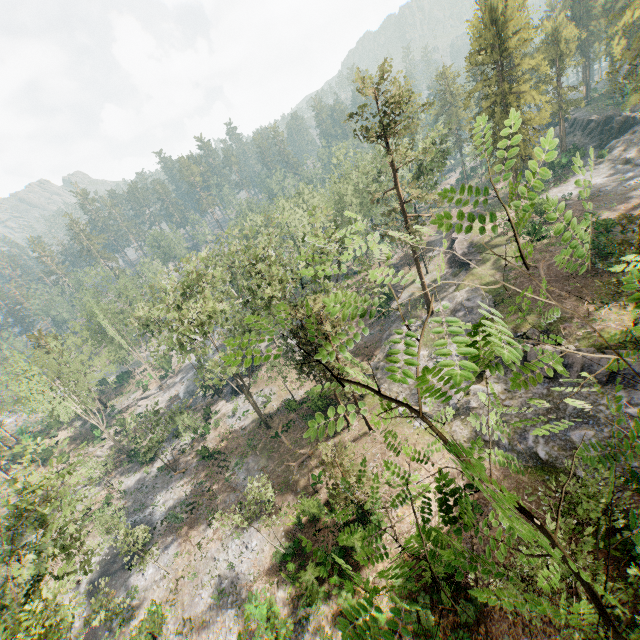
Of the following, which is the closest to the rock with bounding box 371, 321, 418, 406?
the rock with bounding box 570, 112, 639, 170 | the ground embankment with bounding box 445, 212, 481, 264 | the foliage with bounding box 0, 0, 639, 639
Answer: the ground embankment with bounding box 445, 212, 481, 264

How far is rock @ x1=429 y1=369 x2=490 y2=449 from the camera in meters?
25.0 m

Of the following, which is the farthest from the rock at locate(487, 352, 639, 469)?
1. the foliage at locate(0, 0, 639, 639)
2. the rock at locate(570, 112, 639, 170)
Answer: the rock at locate(570, 112, 639, 170)

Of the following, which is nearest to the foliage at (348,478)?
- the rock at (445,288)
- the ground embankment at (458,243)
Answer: the rock at (445,288)

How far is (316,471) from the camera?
28.91m

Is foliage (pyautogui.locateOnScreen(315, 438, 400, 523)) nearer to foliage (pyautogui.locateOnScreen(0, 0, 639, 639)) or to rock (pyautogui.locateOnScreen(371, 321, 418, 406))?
rock (pyautogui.locateOnScreen(371, 321, 418, 406))

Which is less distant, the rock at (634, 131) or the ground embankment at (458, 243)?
the ground embankment at (458, 243)

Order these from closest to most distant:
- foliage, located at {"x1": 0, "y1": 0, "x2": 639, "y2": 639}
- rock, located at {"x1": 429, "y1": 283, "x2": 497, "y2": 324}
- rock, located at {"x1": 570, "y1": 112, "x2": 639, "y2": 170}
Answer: foliage, located at {"x1": 0, "y1": 0, "x2": 639, "y2": 639} → rock, located at {"x1": 429, "y1": 283, "x2": 497, "y2": 324} → rock, located at {"x1": 570, "y1": 112, "x2": 639, "y2": 170}
